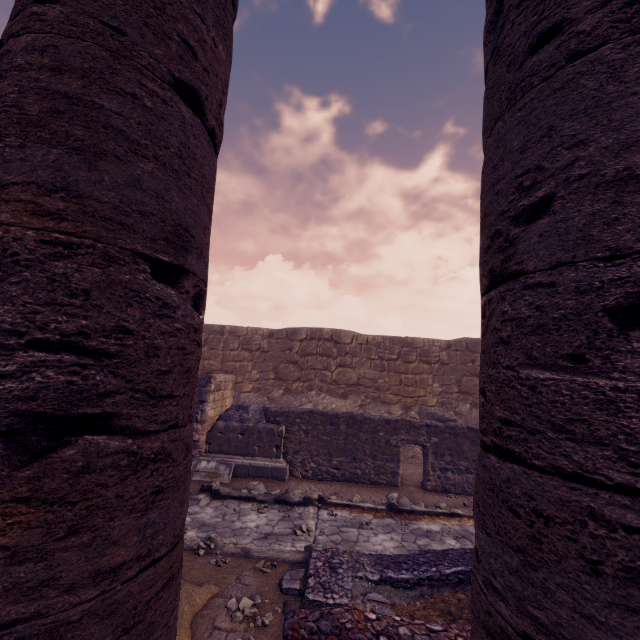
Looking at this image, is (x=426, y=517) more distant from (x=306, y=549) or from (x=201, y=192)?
(x=201, y=192)

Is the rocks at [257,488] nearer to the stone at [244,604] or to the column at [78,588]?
the stone at [244,604]

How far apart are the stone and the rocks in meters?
4.0 m

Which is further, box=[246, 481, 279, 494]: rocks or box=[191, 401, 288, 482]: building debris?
box=[191, 401, 288, 482]: building debris

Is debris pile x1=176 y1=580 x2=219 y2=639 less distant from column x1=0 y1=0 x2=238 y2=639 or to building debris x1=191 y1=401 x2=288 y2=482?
column x1=0 y1=0 x2=238 y2=639

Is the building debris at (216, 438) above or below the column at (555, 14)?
below

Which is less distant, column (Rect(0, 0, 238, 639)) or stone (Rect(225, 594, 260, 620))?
column (Rect(0, 0, 238, 639))

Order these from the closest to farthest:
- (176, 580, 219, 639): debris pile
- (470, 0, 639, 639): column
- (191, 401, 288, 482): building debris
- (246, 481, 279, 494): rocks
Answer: (470, 0, 639, 639): column, (176, 580, 219, 639): debris pile, (246, 481, 279, 494): rocks, (191, 401, 288, 482): building debris
